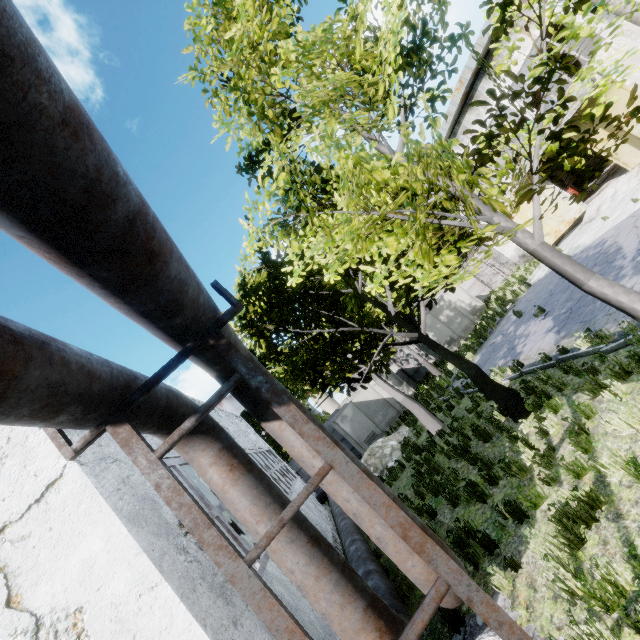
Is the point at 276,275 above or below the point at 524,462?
above

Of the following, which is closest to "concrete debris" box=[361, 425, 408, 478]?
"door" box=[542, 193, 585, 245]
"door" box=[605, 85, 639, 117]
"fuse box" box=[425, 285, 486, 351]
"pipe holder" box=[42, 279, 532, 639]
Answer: "fuse box" box=[425, 285, 486, 351]

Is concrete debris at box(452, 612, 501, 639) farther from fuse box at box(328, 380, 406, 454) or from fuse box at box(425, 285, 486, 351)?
fuse box at box(425, 285, 486, 351)

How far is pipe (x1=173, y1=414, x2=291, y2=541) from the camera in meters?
3.8

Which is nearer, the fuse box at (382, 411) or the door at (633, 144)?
the door at (633, 144)

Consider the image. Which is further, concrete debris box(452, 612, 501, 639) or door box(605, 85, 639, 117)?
door box(605, 85, 639, 117)

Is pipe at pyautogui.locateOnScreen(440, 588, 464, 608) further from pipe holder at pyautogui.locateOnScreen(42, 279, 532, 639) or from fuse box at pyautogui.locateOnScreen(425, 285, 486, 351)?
fuse box at pyautogui.locateOnScreen(425, 285, 486, 351)

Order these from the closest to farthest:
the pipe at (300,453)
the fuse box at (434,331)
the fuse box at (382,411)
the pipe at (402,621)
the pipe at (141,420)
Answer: the pipe at (141,420), the pipe at (402,621), the pipe at (300,453), the fuse box at (382,411), the fuse box at (434,331)
